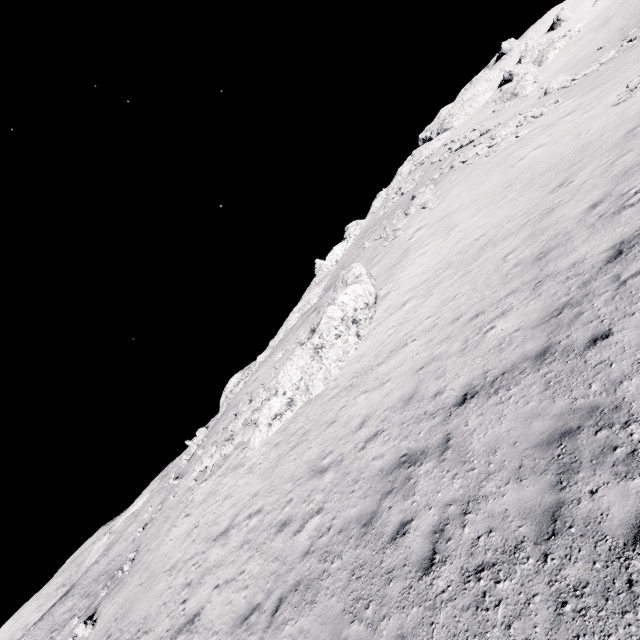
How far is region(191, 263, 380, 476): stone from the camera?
17.36m

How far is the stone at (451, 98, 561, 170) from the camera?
26.58m

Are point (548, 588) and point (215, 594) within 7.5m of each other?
no

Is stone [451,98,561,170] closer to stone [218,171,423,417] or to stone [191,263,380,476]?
stone [191,263,380,476]

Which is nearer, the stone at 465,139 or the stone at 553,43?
the stone at 465,139

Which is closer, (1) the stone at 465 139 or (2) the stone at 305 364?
(2) the stone at 305 364

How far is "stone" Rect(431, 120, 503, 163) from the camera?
36.2m

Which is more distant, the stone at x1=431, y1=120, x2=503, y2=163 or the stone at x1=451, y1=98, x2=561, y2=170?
the stone at x1=431, y1=120, x2=503, y2=163
